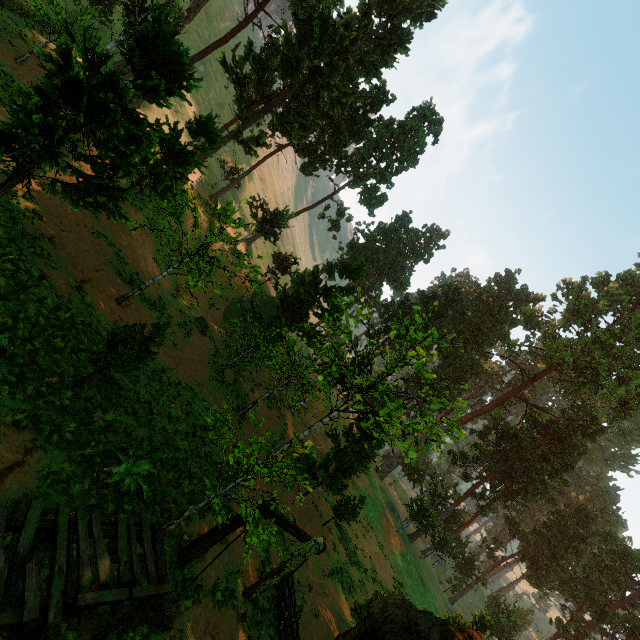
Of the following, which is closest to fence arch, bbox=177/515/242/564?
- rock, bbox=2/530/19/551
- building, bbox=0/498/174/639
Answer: building, bbox=0/498/174/639

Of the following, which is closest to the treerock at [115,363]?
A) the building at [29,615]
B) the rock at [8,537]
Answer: the building at [29,615]

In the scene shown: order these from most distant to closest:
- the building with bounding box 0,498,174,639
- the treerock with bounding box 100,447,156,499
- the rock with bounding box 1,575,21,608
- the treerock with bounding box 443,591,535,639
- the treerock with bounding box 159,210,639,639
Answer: the treerock with bounding box 443,591,535,639 < the treerock with bounding box 159,210,639,639 < the treerock with bounding box 100,447,156,499 < the rock with bounding box 1,575,21,608 < the building with bounding box 0,498,174,639

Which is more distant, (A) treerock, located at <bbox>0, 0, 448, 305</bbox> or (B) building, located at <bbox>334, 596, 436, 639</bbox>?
(B) building, located at <bbox>334, 596, 436, 639</bbox>

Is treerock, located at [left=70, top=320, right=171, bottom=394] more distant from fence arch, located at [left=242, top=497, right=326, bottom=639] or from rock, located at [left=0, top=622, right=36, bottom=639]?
rock, located at [left=0, top=622, right=36, bottom=639]

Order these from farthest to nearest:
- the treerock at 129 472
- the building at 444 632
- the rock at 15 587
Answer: the building at 444 632
the treerock at 129 472
the rock at 15 587

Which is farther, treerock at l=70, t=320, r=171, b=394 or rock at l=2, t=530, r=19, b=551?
treerock at l=70, t=320, r=171, b=394

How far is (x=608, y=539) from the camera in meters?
46.2
